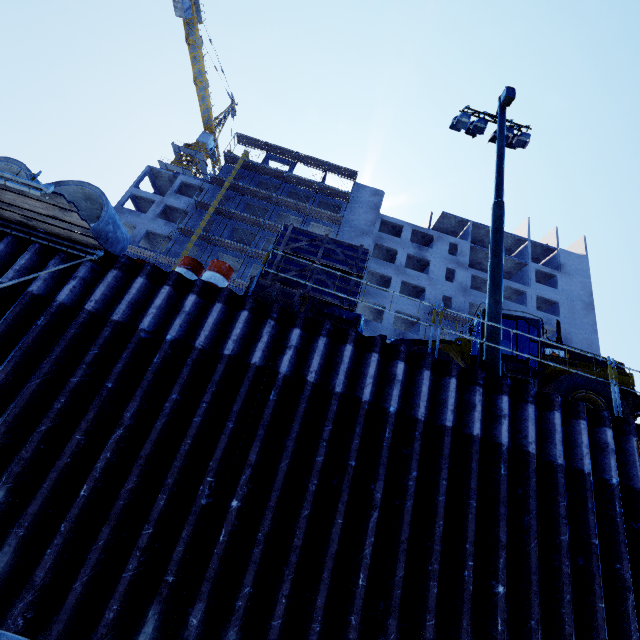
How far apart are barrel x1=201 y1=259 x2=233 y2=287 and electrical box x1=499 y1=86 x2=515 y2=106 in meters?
11.5 m

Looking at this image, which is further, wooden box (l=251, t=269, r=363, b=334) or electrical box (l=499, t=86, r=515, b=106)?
electrical box (l=499, t=86, r=515, b=106)

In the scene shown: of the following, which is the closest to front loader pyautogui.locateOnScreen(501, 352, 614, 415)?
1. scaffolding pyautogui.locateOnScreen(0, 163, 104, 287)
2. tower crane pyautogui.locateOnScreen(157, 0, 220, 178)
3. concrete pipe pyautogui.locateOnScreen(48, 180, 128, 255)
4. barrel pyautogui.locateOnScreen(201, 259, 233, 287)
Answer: barrel pyautogui.locateOnScreen(201, 259, 233, 287)

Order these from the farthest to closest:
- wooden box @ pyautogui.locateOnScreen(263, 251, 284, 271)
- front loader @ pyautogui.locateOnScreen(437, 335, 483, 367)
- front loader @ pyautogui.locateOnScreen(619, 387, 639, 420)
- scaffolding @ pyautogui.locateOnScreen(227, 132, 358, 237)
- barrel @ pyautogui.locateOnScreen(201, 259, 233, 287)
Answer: scaffolding @ pyautogui.locateOnScreen(227, 132, 358, 237)
front loader @ pyautogui.locateOnScreen(437, 335, 483, 367)
front loader @ pyautogui.locateOnScreen(619, 387, 639, 420)
wooden box @ pyautogui.locateOnScreen(263, 251, 284, 271)
barrel @ pyautogui.locateOnScreen(201, 259, 233, 287)

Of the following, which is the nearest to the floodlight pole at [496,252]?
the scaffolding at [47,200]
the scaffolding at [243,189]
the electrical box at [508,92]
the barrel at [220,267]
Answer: the electrical box at [508,92]

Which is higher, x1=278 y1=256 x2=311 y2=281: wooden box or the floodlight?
the floodlight

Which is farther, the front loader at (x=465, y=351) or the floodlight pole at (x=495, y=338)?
the front loader at (x=465, y=351)

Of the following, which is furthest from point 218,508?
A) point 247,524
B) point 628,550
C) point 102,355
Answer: point 628,550
